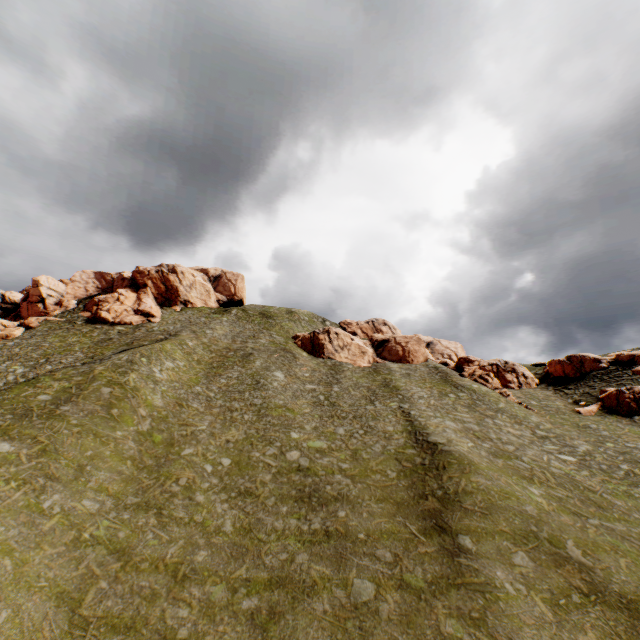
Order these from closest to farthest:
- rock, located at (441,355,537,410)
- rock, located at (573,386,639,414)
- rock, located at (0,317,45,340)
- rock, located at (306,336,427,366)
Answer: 1. rock, located at (573,386,639,414)
2. rock, located at (441,355,537,410)
3. rock, located at (0,317,45,340)
4. rock, located at (306,336,427,366)

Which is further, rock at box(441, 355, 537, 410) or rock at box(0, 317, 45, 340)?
rock at box(0, 317, 45, 340)

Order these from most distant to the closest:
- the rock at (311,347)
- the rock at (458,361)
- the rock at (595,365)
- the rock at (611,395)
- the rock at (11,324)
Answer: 1. the rock at (311,347)
2. the rock at (11,324)
3. the rock at (595,365)
4. the rock at (458,361)
5. the rock at (611,395)

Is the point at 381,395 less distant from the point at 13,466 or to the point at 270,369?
the point at 270,369

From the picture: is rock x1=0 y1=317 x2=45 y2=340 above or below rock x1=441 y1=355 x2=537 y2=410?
above

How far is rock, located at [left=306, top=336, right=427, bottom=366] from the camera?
55.9m

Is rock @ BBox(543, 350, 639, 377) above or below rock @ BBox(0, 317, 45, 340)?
below

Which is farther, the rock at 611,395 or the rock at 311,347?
the rock at 311,347
